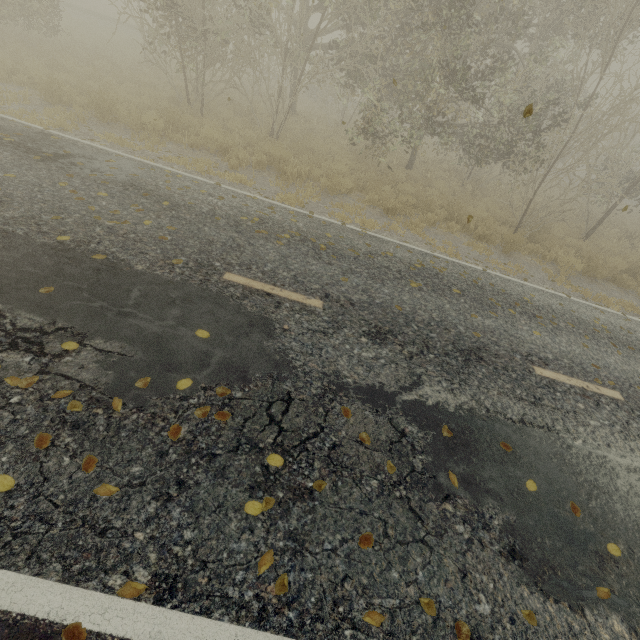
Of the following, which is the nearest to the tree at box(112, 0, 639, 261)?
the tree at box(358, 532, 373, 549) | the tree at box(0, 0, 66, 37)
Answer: the tree at box(0, 0, 66, 37)

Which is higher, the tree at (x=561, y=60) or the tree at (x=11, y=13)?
the tree at (x=561, y=60)

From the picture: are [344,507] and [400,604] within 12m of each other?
yes

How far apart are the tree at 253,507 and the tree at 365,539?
0.8m

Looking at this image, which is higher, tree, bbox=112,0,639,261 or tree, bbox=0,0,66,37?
tree, bbox=112,0,639,261

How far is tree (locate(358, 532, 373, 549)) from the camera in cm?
260

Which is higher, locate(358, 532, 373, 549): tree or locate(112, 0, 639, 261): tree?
locate(112, 0, 639, 261): tree

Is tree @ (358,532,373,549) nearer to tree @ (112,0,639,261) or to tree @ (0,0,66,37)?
tree @ (112,0,639,261)
